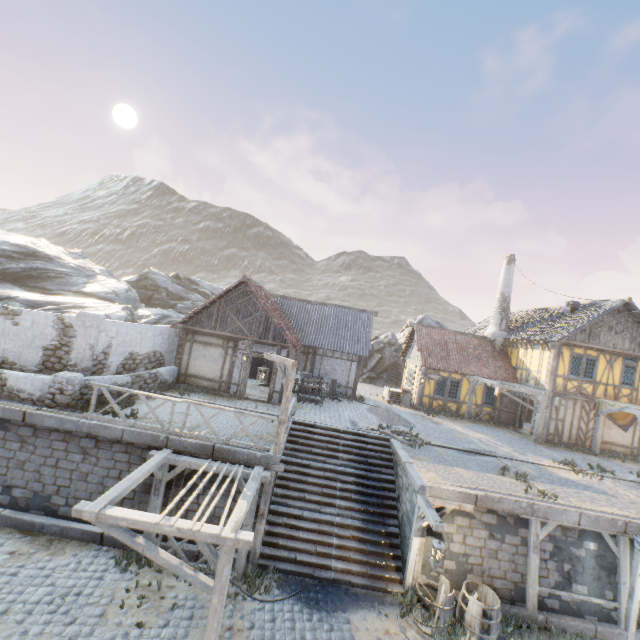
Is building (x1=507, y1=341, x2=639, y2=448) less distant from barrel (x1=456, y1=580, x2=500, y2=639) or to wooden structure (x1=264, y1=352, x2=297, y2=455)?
barrel (x1=456, y1=580, x2=500, y2=639)

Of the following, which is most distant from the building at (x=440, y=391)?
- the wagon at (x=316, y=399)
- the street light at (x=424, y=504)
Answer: the street light at (x=424, y=504)

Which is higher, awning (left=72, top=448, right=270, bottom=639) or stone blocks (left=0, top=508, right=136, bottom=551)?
awning (left=72, top=448, right=270, bottom=639)

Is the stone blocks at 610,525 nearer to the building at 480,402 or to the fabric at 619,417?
the building at 480,402

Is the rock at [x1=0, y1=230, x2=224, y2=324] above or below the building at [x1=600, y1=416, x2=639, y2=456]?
above

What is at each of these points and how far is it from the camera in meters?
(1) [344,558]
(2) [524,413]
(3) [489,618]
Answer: (1) stairs, 10.1
(2) building, 20.6
(3) barrel, 8.9

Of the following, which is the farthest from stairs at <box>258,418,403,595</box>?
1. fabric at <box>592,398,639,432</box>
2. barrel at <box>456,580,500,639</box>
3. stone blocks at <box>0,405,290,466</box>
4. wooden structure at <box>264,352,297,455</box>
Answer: fabric at <box>592,398,639,432</box>

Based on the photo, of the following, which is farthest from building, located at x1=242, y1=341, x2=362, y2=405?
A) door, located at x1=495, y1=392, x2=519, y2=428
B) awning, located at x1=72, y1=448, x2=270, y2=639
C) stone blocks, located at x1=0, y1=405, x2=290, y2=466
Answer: door, located at x1=495, y1=392, x2=519, y2=428
